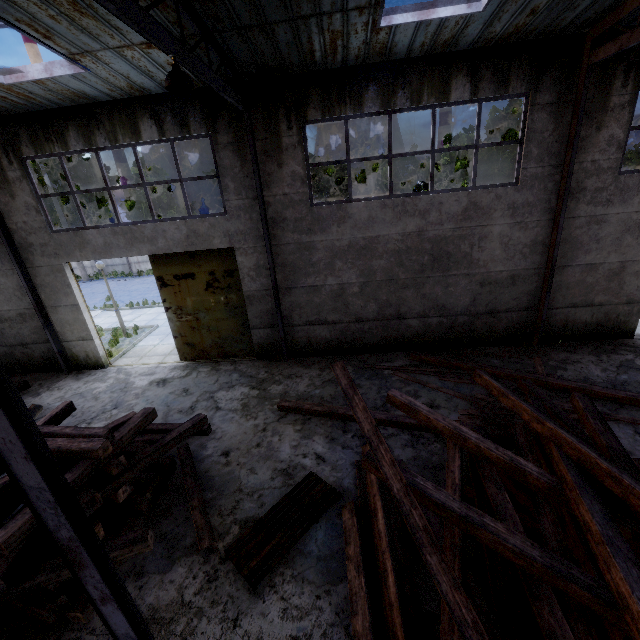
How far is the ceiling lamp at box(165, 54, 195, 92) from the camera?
4.5m

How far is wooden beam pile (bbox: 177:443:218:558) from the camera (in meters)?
5.16

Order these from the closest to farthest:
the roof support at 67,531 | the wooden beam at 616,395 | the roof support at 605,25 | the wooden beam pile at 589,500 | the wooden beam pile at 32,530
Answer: the roof support at 67,531, the wooden beam pile at 589,500, the wooden beam pile at 32,530, the roof support at 605,25, the wooden beam at 616,395

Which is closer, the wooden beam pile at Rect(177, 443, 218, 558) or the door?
the wooden beam pile at Rect(177, 443, 218, 558)

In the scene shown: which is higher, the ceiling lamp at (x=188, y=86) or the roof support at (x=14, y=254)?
the ceiling lamp at (x=188, y=86)

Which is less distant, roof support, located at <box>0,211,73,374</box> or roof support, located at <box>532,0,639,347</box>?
roof support, located at <box>532,0,639,347</box>

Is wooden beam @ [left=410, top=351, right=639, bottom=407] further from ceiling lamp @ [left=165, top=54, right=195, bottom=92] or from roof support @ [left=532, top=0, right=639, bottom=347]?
ceiling lamp @ [left=165, top=54, right=195, bottom=92]

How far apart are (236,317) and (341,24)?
7.9m
